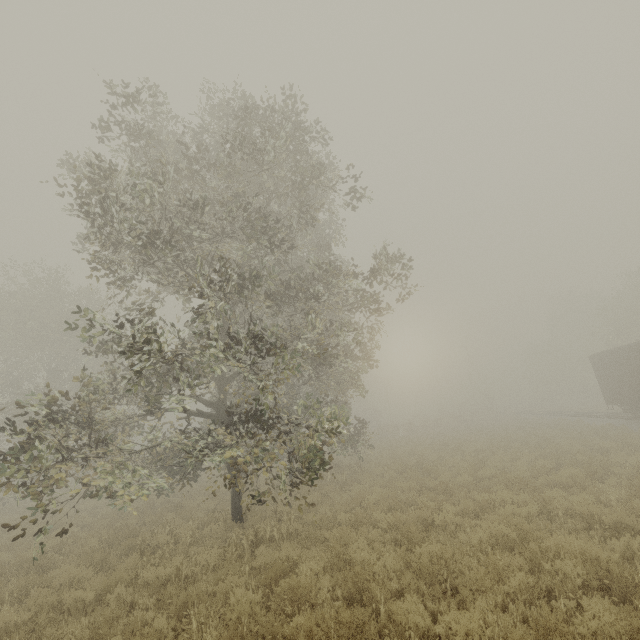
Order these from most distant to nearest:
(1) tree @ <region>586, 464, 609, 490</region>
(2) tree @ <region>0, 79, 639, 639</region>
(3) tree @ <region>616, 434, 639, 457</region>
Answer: (3) tree @ <region>616, 434, 639, 457</region> < (1) tree @ <region>586, 464, 609, 490</region> < (2) tree @ <region>0, 79, 639, 639</region>

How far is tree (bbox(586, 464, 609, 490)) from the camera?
9.5 meters

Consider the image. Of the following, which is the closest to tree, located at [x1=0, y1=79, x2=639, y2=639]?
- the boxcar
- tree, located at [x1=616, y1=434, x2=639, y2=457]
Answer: tree, located at [x1=616, y1=434, x2=639, y2=457]

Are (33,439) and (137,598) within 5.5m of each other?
yes

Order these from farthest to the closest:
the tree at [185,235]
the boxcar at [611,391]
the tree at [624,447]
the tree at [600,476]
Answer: the boxcar at [611,391] < the tree at [624,447] < the tree at [600,476] < the tree at [185,235]

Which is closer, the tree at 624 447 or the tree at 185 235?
the tree at 185 235

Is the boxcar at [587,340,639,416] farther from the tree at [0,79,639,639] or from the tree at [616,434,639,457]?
the tree at [0,79,639,639]
